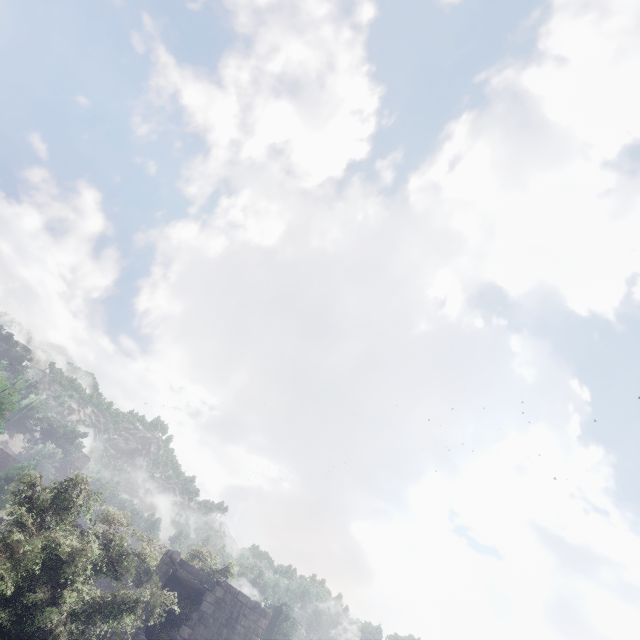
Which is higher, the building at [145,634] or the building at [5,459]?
the building at [5,459]

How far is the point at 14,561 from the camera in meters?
7.6 m

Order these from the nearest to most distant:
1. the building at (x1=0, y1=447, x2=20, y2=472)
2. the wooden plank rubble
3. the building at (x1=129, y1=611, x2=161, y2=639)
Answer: the building at (x1=129, y1=611, x2=161, y2=639) → the wooden plank rubble → the building at (x1=0, y1=447, x2=20, y2=472)

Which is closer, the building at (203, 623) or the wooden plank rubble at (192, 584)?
the building at (203, 623)

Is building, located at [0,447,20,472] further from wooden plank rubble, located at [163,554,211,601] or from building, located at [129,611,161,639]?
wooden plank rubble, located at [163,554,211,601]

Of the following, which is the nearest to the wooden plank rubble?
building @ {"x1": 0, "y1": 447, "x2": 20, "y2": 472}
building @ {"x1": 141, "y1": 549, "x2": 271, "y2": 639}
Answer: building @ {"x1": 141, "y1": 549, "x2": 271, "y2": 639}

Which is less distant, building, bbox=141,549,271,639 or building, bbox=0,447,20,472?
building, bbox=141,549,271,639
